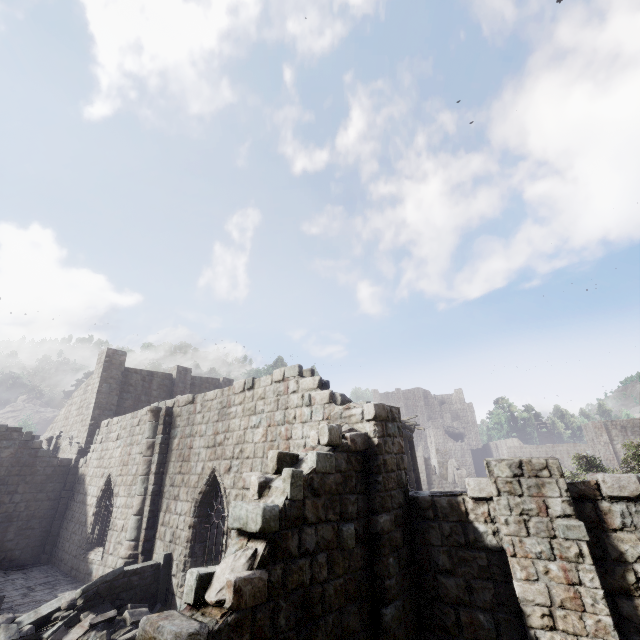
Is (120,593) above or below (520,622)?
below

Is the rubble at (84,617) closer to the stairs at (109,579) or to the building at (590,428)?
the stairs at (109,579)

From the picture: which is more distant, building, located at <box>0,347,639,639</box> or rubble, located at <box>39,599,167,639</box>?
rubble, located at <box>39,599,167,639</box>

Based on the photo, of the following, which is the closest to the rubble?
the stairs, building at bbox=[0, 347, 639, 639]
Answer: the stairs

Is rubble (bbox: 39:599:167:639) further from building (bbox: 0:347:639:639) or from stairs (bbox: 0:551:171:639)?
building (bbox: 0:347:639:639)
